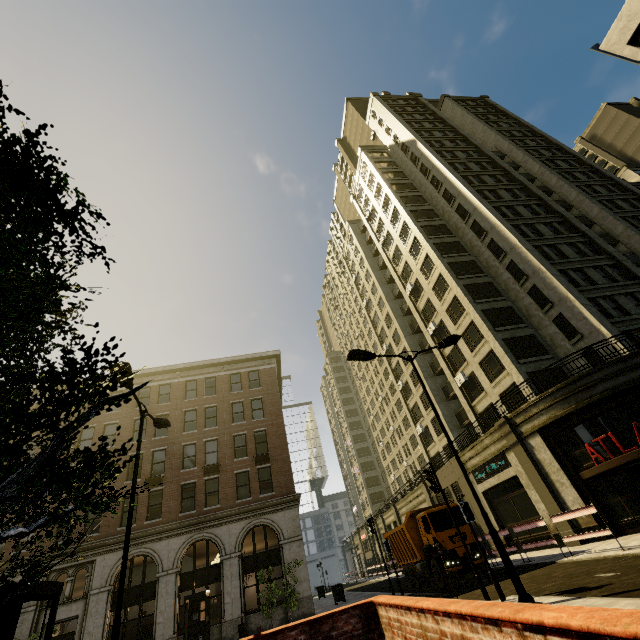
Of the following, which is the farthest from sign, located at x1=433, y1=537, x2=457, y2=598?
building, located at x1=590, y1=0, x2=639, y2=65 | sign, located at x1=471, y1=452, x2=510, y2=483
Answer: building, located at x1=590, y1=0, x2=639, y2=65

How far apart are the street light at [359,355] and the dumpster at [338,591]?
20.6 meters

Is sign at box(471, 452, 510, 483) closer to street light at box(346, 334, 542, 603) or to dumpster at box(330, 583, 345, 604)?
dumpster at box(330, 583, 345, 604)

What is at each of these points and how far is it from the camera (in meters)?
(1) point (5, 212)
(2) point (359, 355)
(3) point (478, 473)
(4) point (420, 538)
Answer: (1) tree, 2.69
(2) street light, 12.12
(3) sign, 24.52
(4) truck, 18.36

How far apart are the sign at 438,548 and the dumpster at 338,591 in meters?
18.8 m

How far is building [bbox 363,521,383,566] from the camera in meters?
52.8 m

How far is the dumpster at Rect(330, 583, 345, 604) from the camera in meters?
23.6

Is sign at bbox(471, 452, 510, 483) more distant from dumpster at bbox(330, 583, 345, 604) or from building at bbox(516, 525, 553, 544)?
dumpster at bbox(330, 583, 345, 604)
